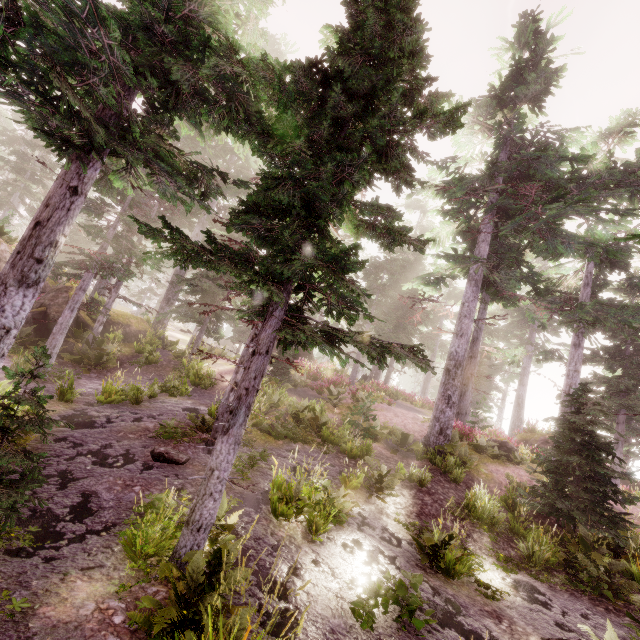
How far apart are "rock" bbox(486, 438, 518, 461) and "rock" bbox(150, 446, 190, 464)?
14.8m

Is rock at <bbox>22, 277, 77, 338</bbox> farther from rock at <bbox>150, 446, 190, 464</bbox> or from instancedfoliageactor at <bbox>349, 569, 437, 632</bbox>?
rock at <bbox>150, 446, 190, 464</bbox>

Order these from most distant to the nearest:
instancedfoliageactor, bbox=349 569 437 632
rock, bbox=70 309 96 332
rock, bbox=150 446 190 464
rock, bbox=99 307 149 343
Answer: rock, bbox=99 307 149 343 < rock, bbox=70 309 96 332 < rock, bbox=150 446 190 464 < instancedfoliageactor, bbox=349 569 437 632

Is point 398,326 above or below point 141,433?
above

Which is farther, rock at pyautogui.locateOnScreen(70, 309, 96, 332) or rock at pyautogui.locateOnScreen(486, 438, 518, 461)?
rock at pyautogui.locateOnScreen(70, 309, 96, 332)

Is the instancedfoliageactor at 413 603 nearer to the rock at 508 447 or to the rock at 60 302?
the rock at 60 302

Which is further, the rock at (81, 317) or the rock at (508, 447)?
the rock at (81, 317)

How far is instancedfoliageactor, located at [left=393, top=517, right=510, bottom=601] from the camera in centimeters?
714cm
